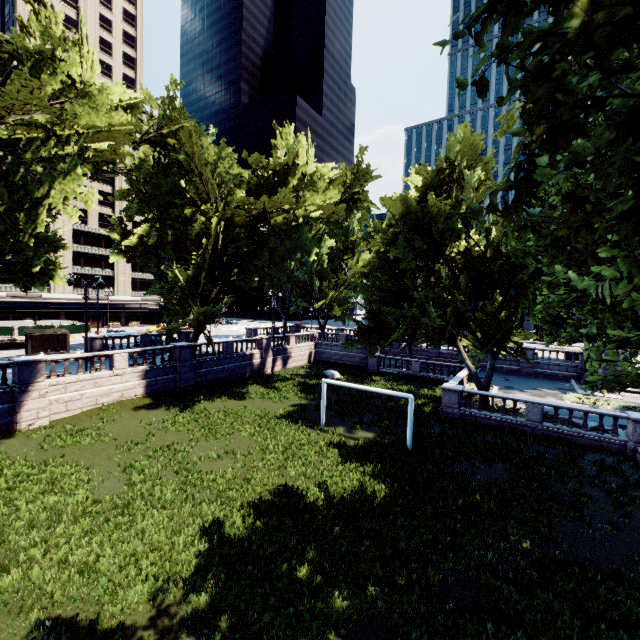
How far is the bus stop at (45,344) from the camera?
30.3m

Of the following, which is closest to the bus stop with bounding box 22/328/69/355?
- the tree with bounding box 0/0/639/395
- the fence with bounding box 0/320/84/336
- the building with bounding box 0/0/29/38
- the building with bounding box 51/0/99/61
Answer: the tree with bounding box 0/0/639/395

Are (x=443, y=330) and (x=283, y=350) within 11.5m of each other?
no

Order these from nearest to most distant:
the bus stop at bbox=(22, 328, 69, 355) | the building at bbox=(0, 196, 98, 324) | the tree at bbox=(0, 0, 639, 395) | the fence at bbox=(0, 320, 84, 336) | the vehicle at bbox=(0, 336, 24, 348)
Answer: the tree at bbox=(0, 0, 639, 395), the bus stop at bbox=(22, 328, 69, 355), the vehicle at bbox=(0, 336, 24, 348), the fence at bbox=(0, 320, 84, 336), the building at bbox=(0, 196, 98, 324)

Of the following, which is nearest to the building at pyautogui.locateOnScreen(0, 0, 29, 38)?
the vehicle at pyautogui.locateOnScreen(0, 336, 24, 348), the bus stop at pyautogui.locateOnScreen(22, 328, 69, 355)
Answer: the vehicle at pyautogui.locateOnScreen(0, 336, 24, 348)

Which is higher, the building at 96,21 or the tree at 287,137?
the building at 96,21

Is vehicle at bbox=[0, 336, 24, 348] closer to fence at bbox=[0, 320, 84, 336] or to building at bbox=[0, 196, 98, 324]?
fence at bbox=[0, 320, 84, 336]

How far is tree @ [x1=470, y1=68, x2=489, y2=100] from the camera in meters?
4.2 m
